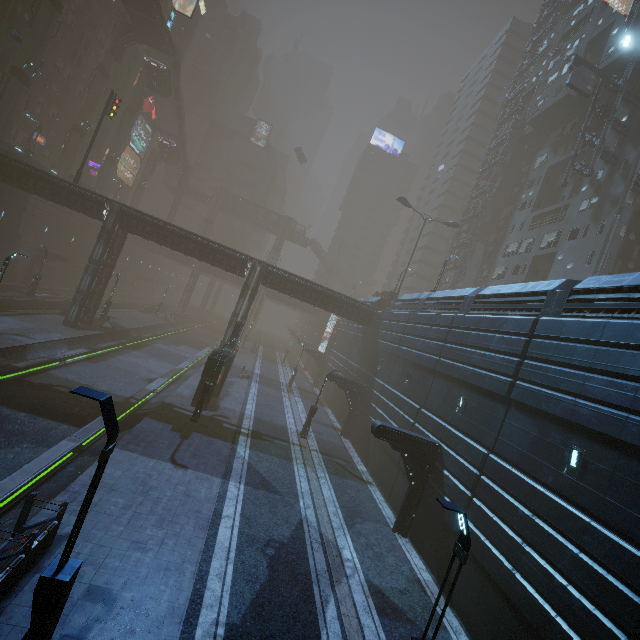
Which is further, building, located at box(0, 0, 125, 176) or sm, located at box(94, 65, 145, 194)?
sm, located at box(94, 65, 145, 194)

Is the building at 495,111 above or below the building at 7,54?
above

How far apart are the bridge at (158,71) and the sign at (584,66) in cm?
5335

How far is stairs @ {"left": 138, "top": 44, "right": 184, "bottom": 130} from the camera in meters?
49.6 m

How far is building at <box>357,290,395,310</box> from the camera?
37.47m

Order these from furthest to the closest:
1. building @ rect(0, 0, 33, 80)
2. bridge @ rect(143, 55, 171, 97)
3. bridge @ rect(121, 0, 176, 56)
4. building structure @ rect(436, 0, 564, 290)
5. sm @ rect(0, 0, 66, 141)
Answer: bridge @ rect(143, 55, 171, 97) < building structure @ rect(436, 0, 564, 290) < bridge @ rect(121, 0, 176, 56) < building @ rect(0, 0, 33, 80) < sm @ rect(0, 0, 66, 141)

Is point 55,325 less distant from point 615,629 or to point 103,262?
point 103,262
